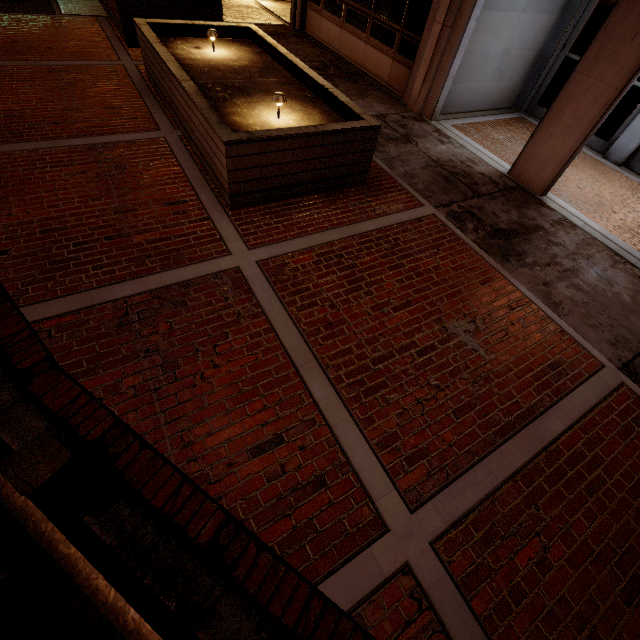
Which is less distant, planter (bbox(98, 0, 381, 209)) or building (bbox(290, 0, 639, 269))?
planter (bbox(98, 0, 381, 209))

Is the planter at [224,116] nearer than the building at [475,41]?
Yes

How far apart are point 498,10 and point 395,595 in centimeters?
1047cm
